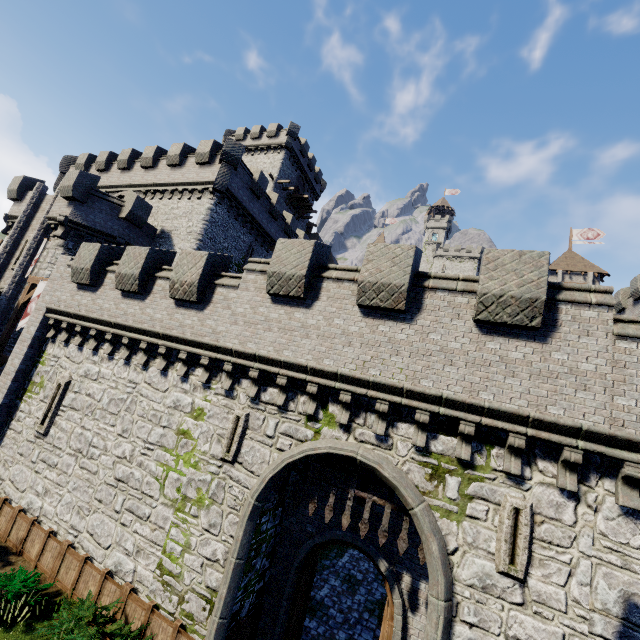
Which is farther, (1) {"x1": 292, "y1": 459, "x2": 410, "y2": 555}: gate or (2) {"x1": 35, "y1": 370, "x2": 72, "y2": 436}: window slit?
(2) {"x1": 35, "y1": 370, "x2": 72, "y2": 436}: window slit

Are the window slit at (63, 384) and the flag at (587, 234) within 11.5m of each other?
no

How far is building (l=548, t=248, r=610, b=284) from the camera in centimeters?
4300cm

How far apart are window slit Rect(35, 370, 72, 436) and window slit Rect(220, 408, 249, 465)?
8.0m

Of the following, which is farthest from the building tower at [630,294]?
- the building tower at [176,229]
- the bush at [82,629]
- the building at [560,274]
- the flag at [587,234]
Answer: the building tower at [176,229]

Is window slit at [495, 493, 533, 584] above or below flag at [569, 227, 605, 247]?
below

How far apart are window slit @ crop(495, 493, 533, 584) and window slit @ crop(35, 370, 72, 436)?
15.4m

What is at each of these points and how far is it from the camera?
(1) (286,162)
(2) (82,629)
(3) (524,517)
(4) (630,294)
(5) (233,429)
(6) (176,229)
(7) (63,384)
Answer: (1) building, 40.1 meters
(2) bush, 7.5 meters
(3) window slit, 6.7 meters
(4) building tower, 26.8 meters
(5) window slit, 9.7 meters
(6) building tower, 23.2 meters
(7) window slit, 13.0 meters
